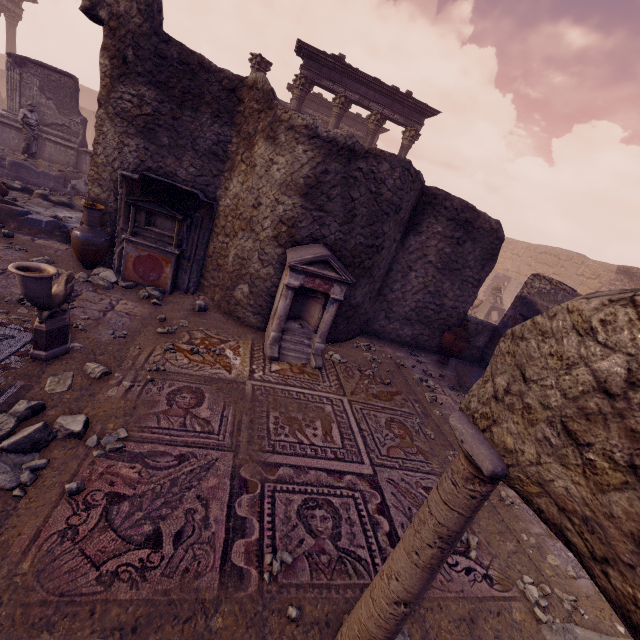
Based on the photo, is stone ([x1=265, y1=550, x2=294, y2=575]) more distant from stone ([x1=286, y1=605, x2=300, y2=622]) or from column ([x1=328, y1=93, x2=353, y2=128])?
column ([x1=328, y1=93, x2=353, y2=128])

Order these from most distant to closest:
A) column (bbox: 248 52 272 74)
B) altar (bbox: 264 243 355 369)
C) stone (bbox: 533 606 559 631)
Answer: column (bbox: 248 52 272 74) → altar (bbox: 264 243 355 369) → stone (bbox: 533 606 559 631)

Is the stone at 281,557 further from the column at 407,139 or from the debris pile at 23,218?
the column at 407,139

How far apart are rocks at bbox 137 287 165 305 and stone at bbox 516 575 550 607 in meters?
6.8

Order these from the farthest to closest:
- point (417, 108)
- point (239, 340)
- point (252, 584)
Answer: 1. point (417, 108)
2. point (239, 340)
3. point (252, 584)

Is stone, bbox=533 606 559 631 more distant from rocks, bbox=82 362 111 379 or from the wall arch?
the wall arch

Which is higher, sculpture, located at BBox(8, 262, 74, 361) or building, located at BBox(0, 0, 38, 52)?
building, located at BBox(0, 0, 38, 52)

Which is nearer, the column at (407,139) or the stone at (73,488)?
the stone at (73,488)
